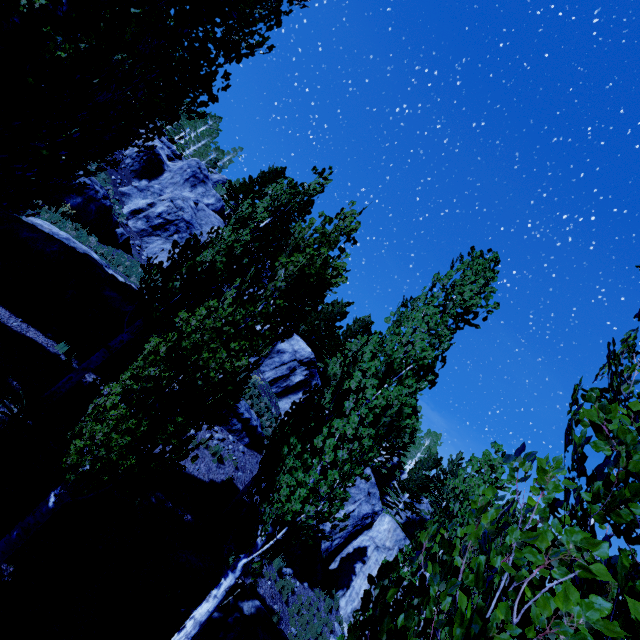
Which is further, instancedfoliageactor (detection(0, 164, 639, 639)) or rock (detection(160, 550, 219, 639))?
rock (detection(160, 550, 219, 639))

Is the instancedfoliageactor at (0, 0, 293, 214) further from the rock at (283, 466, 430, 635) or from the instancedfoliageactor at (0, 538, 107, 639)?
the instancedfoliageactor at (0, 538, 107, 639)

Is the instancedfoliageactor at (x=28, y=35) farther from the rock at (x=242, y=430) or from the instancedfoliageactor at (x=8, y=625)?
the instancedfoliageactor at (x=8, y=625)

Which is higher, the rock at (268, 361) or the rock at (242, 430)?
the rock at (268, 361)

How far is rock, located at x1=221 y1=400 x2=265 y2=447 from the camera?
15.8m

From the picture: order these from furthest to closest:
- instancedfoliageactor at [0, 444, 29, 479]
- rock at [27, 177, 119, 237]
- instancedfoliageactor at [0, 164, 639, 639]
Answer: rock at [27, 177, 119, 237], instancedfoliageactor at [0, 444, 29, 479], instancedfoliageactor at [0, 164, 639, 639]

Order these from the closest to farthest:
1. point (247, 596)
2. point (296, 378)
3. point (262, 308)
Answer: point (262, 308) < point (247, 596) < point (296, 378)

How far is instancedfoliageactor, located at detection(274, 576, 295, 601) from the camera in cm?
1278
